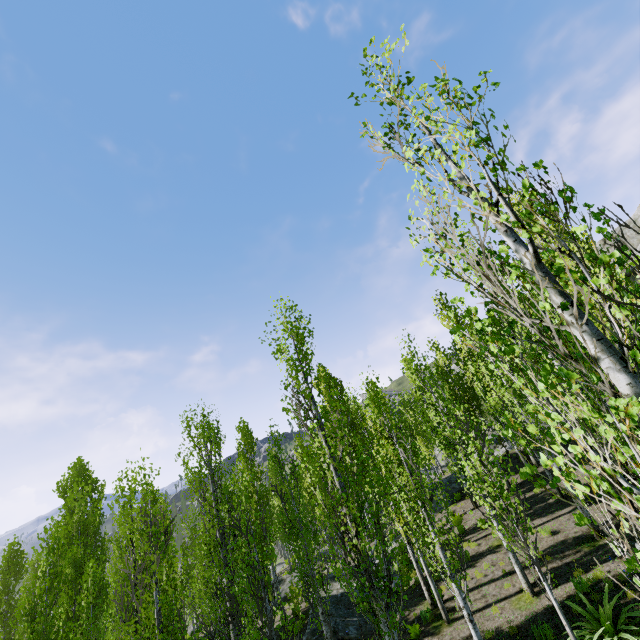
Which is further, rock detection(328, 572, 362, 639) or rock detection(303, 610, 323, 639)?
rock detection(303, 610, 323, 639)

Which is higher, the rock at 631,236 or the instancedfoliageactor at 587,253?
the rock at 631,236

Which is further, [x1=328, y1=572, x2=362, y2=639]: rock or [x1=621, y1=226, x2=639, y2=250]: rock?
[x1=621, y1=226, x2=639, y2=250]: rock

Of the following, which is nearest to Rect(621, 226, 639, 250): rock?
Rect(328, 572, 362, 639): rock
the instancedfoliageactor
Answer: the instancedfoliageactor

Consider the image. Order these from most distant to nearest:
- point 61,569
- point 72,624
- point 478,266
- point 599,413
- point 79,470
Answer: point 79,470 → point 72,624 → point 61,569 → point 478,266 → point 599,413

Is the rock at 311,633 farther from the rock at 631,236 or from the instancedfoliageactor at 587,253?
the rock at 631,236

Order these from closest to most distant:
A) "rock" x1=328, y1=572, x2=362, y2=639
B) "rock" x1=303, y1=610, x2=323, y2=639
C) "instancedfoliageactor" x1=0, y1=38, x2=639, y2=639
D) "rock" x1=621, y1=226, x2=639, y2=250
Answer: "instancedfoliageactor" x1=0, y1=38, x2=639, y2=639, "rock" x1=328, y1=572, x2=362, y2=639, "rock" x1=303, y1=610, x2=323, y2=639, "rock" x1=621, y1=226, x2=639, y2=250

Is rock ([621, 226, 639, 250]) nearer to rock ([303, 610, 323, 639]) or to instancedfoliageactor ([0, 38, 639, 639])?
instancedfoliageactor ([0, 38, 639, 639])
